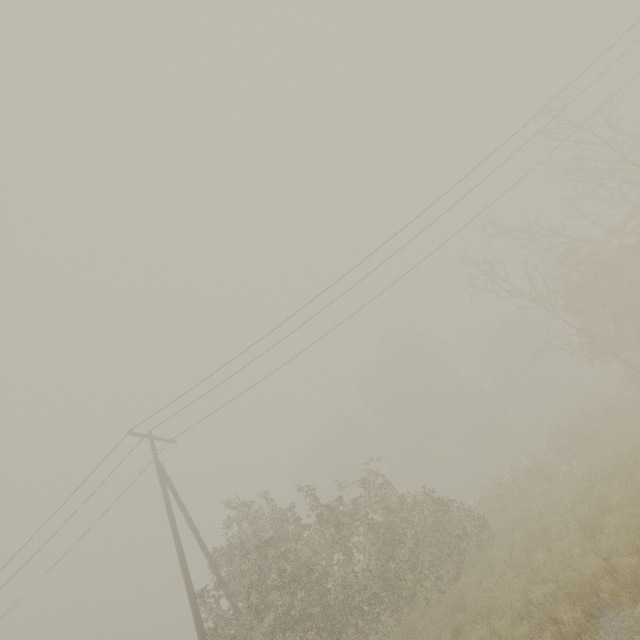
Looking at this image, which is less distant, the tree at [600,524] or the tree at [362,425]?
the tree at [600,524]

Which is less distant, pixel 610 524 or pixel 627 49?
pixel 610 524

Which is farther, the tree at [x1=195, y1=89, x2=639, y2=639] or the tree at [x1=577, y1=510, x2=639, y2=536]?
the tree at [x1=195, y1=89, x2=639, y2=639]

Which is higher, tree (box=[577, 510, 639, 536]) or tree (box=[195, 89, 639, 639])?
tree (box=[195, 89, 639, 639])

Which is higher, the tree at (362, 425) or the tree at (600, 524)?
the tree at (362, 425)
